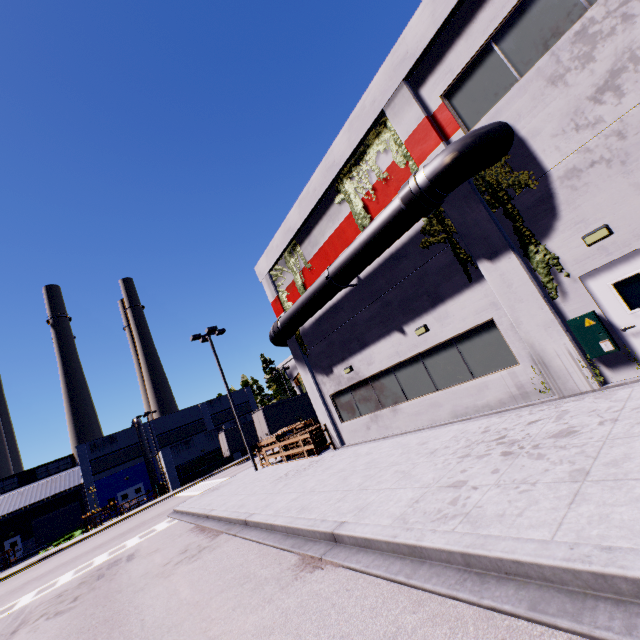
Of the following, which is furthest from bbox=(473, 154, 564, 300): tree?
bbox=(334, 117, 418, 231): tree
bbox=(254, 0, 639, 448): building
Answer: bbox=(334, 117, 418, 231): tree

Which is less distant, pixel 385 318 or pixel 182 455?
pixel 385 318

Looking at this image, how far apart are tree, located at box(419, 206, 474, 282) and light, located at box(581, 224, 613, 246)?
2.4 meters

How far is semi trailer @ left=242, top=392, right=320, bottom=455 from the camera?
27.56m

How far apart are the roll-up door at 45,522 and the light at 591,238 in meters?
61.0 m

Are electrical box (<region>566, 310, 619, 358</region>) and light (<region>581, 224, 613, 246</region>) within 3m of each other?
yes

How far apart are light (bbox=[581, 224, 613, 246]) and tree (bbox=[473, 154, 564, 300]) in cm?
62

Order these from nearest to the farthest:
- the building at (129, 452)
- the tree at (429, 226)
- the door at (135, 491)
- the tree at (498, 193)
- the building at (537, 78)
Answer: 1. the building at (537, 78)
2. the tree at (498, 193)
3. the tree at (429, 226)
4. the building at (129, 452)
5. the door at (135, 491)
